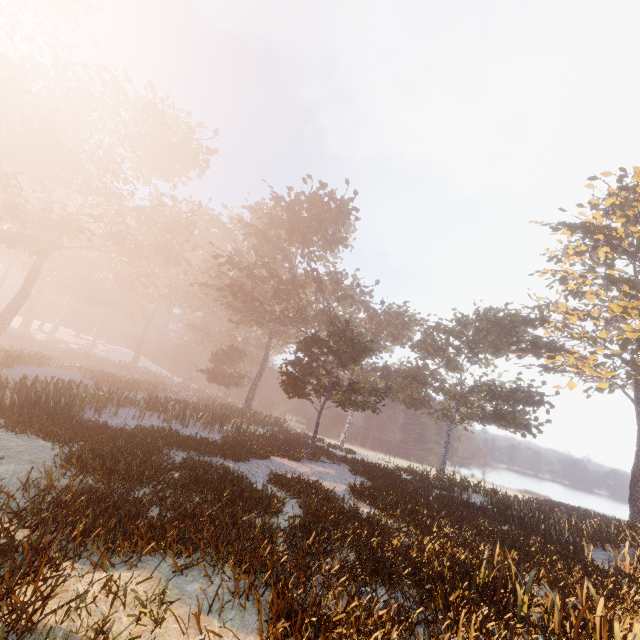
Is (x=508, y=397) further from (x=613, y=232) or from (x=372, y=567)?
(x=372, y=567)
